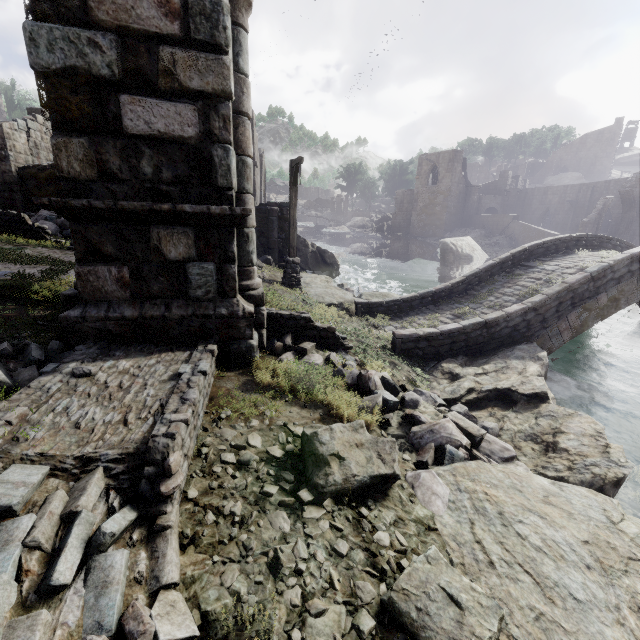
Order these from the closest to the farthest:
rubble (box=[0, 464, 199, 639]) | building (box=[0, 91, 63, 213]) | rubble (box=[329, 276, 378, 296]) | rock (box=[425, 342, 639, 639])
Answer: rubble (box=[0, 464, 199, 639]), rock (box=[425, 342, 639, 639]), building (box=[0, 91, 63, 213]), rubble (box=[329, 276, 378, 296])

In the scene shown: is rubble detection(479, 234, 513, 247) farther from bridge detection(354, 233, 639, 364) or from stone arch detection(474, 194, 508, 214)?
bridge detection(354, 233, 639, 364)

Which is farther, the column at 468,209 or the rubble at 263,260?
the column at 468,209

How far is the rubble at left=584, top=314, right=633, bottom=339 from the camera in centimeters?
1622cm

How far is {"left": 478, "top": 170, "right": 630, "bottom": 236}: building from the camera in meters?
35.3 m

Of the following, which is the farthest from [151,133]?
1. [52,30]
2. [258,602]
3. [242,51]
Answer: [258,602]

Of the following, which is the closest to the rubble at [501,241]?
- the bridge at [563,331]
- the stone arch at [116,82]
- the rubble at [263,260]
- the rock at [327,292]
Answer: the stone arch at [116,82]

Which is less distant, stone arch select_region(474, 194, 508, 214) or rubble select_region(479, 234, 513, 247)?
rubble select_region(479, 234, 513, 247)
